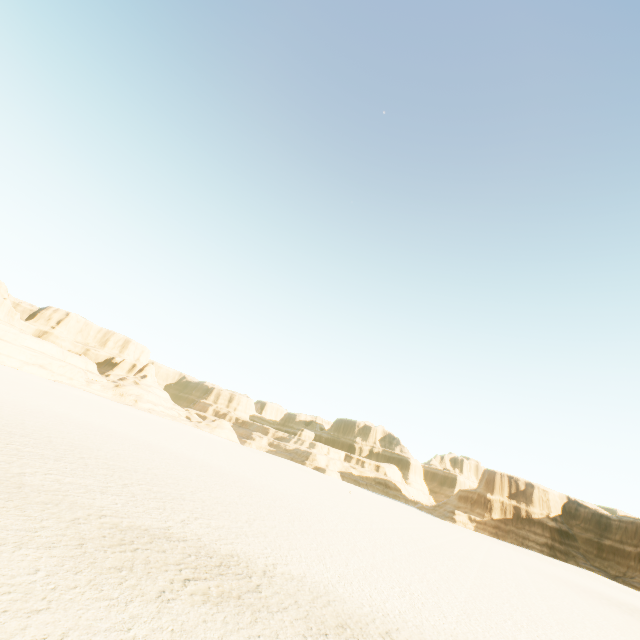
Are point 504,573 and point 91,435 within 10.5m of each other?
no
